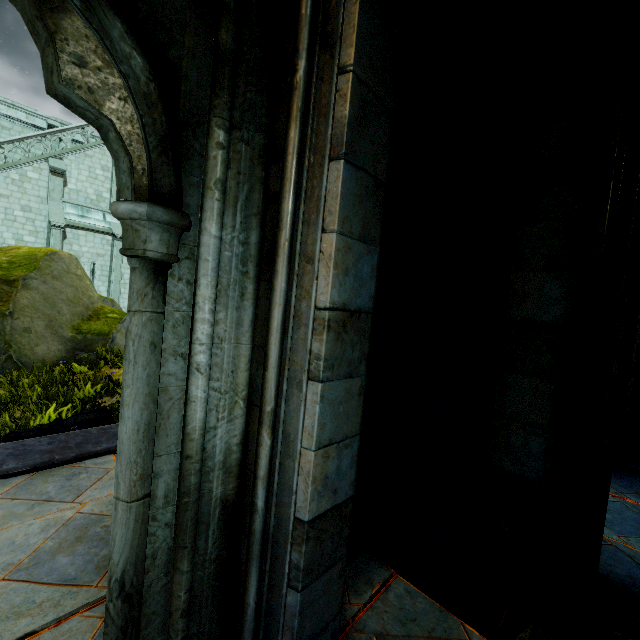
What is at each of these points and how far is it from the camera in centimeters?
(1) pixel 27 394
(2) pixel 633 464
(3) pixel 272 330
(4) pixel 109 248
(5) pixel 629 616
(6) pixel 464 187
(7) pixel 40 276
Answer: (1) plant, 502cm
(2) trim, 460cm
(3) stone column, 137cm
(4) building, 2064cm
(5) trim, 209cm
(6) stone column, 273cm
(7) rock, 905cm

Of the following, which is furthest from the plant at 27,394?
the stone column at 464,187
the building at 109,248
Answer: the stone column at 464,187

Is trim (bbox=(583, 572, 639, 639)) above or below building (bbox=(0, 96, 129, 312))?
below

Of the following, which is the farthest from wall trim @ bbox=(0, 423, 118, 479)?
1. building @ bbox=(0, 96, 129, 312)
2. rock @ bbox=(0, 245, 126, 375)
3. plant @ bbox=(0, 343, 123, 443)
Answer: rock @ bbox=(0, 245, 126, 375)

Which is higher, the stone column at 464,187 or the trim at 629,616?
the stone column at 464,187

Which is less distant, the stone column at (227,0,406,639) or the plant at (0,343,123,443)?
the stone column at (227,0,406,639)

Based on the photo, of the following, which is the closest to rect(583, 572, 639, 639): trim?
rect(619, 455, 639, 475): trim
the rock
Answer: rect(619, 455, 639, 475): trim

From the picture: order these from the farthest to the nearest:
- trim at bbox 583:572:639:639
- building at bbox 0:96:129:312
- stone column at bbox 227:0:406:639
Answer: building at bbox 0:96:129:312, trim at bbox 583:572:639:639, stone column at bbox 227:0:406:639
